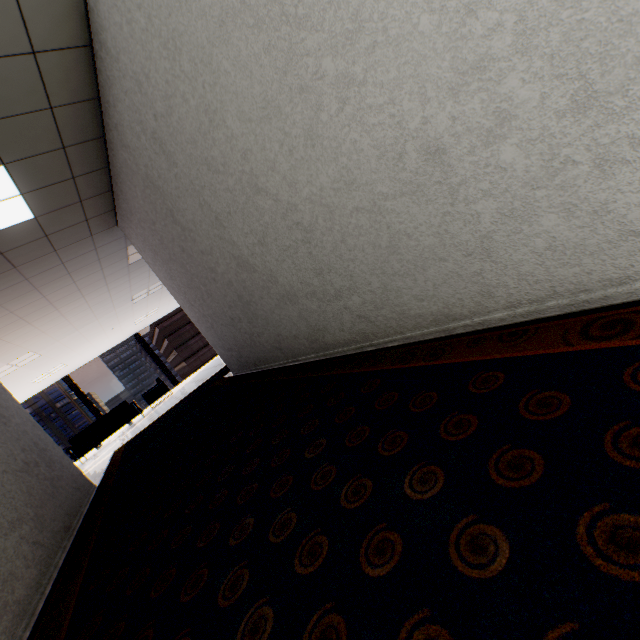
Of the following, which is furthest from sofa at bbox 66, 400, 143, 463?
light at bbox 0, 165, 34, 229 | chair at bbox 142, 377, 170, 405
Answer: light at bbox 0, 165, 34, 229

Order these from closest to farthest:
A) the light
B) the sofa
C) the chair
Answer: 1. the light
2. the sofa
3. the chair

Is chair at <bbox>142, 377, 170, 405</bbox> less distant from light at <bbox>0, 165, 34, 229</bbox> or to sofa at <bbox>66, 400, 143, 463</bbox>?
sofa at <bbox>66, 400, 143, 463</bbox>

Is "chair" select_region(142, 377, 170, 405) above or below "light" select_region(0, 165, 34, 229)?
below

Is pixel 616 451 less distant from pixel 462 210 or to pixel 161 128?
pixel 462 210

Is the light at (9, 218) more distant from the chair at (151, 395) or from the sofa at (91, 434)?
the chair at (151, 395)

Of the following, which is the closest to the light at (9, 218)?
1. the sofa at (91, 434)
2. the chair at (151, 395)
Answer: the sofa at (91, 434)
